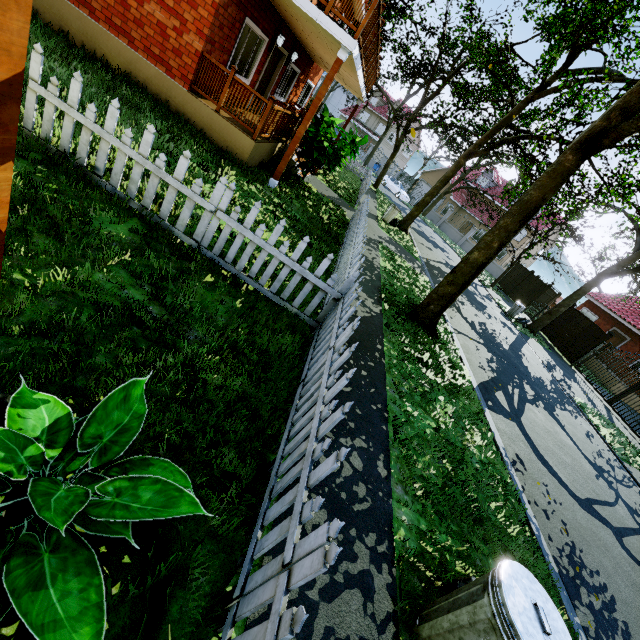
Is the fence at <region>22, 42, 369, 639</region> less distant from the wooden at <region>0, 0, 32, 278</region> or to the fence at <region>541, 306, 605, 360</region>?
the wooden at <region>0, 0, 32, 278</region>

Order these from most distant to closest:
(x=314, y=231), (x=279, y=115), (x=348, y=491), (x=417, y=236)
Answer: (x=417, y=236), (x=279, y=115), (x=314, y=231), (x=348, y=491)

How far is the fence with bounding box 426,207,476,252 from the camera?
35.7m

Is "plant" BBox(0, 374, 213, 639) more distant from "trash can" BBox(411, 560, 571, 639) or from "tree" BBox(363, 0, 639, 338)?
"tree" BBox(363, 0, 639, 338)

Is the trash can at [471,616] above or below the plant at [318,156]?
below

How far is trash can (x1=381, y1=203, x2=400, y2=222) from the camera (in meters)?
16.81

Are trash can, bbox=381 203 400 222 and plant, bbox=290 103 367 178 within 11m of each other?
yes

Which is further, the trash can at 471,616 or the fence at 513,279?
the fence at 513,279
